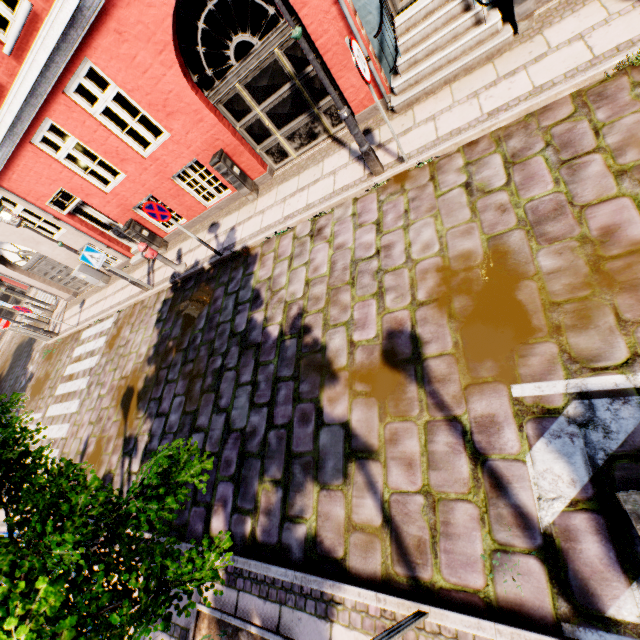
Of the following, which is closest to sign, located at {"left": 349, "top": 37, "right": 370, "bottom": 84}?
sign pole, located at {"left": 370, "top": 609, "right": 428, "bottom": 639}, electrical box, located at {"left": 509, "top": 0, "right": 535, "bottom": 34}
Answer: electrical box, located at {"left": 509, "top": 0, "right": 535, "bottom": 34}

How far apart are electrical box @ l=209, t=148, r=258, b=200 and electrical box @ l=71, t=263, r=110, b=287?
7.87m

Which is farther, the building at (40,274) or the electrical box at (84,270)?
the electrical box at (84,270)

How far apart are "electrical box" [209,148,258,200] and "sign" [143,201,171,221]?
1.6m

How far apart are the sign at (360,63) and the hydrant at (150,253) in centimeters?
643cm

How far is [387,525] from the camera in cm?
331

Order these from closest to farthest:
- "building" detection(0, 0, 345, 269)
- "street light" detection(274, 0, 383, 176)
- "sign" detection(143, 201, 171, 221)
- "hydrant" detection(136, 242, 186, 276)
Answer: "street light" detection(274, 0, 383, 176) < "building" detection(0, 0, 345, 269) < "sign" detection(143, 201, 171, 221) < "hydrant" detection(136, 242, 186, 276)

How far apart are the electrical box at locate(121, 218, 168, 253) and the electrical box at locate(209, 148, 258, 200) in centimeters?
379cm
